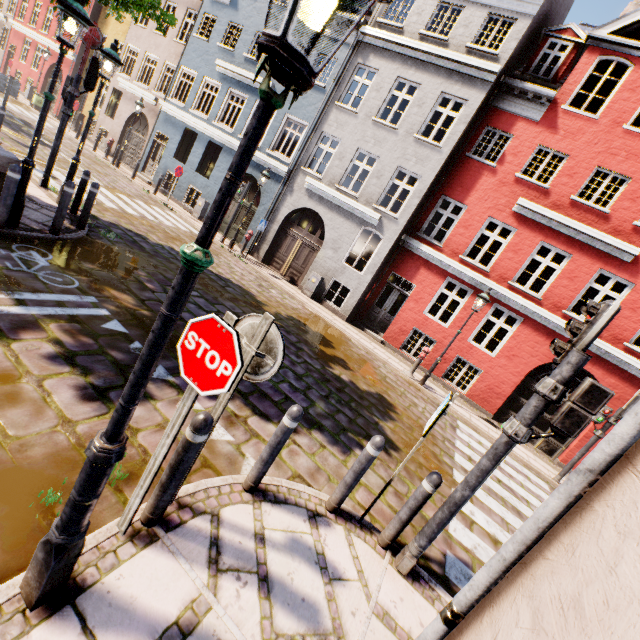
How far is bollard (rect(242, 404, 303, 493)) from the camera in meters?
3.2 m

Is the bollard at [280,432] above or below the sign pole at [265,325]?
below

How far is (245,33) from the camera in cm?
1588

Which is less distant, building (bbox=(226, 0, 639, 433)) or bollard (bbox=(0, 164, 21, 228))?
bollard (bbox=(0, 164, 21, 228))

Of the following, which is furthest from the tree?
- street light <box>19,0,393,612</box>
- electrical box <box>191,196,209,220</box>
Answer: electrical box <box>191,196,209,220</box>

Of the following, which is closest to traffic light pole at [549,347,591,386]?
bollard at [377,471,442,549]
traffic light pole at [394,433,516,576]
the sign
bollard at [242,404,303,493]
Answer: traffic light pole at [394,433,516,576]

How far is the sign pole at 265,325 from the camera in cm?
242

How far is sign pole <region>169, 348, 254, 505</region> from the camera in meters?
2.5 m
